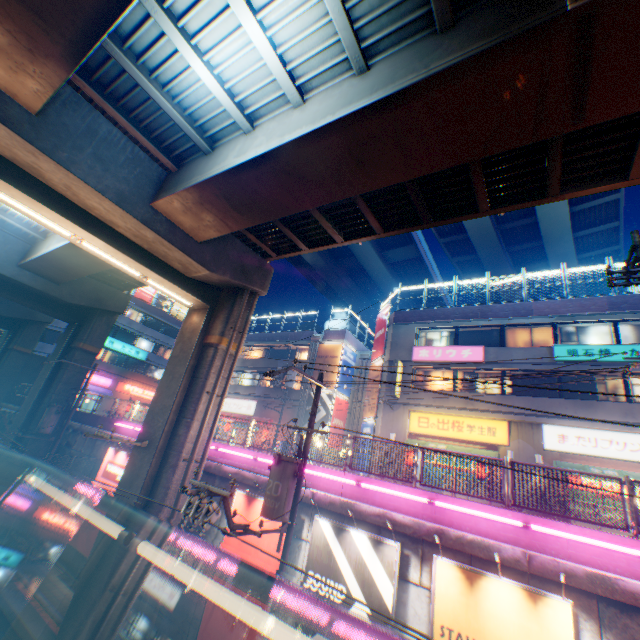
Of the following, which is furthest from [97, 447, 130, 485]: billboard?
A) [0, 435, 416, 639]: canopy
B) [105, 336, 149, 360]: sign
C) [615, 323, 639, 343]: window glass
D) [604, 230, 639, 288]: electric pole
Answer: [105, 336, 149, 360]: sign

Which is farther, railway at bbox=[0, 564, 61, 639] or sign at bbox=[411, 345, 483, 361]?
sign at bbox=[411, 345, 483, 361]

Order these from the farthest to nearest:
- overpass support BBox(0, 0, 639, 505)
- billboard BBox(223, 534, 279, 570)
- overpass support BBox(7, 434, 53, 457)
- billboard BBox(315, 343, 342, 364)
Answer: billboard BBox(315, 343, 342, 364)
overpass support BBox(7, 434, 53, 457)
billboard BBox(223, 534, 279, 570)
overpass support BBox(0, 0, 639, 505)

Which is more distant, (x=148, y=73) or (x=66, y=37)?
(x=148, y=73)

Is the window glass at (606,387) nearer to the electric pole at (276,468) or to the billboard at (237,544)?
the electric pole at (276,468)

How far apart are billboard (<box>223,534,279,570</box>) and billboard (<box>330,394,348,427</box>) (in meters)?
15.44

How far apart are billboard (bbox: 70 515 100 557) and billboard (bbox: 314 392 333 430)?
14.2m

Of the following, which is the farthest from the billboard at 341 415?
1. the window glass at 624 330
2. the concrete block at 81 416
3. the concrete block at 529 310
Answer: the window glass at 624 330
